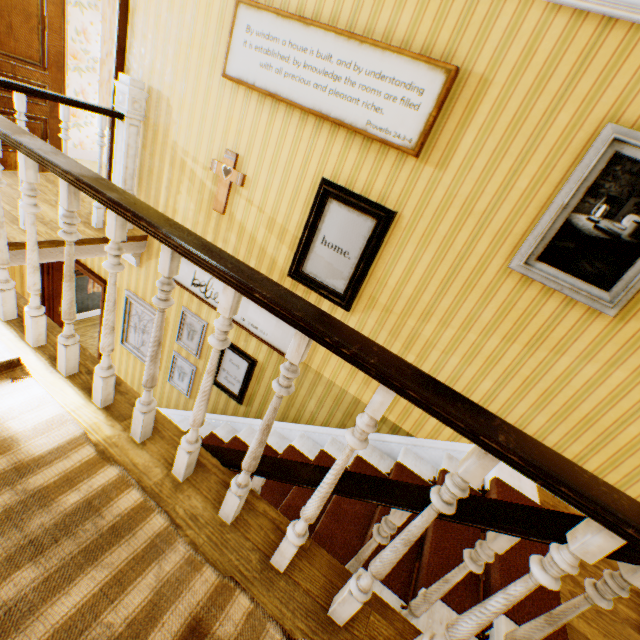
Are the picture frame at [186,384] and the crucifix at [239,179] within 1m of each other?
no

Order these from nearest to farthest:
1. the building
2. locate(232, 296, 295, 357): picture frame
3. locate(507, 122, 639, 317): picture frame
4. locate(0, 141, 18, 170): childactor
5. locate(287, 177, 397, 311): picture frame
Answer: the building → locate(507, 122, 639, 317): picture frame → locate(287, 177, 397, 311): picture frame → locate(232, 296, 295, 357): picture frame → locate(0, 141, 18, 170): childactor

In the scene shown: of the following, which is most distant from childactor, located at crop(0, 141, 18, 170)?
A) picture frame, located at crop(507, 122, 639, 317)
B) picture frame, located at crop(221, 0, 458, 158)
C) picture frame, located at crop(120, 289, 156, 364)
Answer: picture frame, located at crop(507, 122, 639, 317)

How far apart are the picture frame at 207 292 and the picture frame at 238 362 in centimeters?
30cm

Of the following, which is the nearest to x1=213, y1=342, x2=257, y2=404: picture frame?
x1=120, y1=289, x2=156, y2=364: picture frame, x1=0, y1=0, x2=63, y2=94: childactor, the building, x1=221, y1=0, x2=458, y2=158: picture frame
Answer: the building

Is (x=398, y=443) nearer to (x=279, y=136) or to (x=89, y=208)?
(x=279, y=136)

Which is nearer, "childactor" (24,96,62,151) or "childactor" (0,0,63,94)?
"childactor" (0,0,63,94)

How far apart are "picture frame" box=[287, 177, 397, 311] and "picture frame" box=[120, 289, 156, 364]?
2.1m
